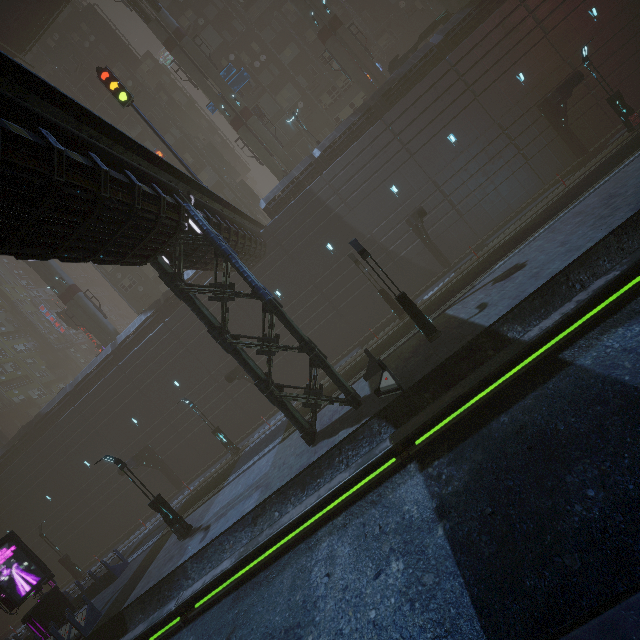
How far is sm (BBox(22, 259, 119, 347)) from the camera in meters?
32.3

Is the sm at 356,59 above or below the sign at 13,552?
above

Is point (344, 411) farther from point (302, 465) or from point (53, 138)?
point (53, 138)

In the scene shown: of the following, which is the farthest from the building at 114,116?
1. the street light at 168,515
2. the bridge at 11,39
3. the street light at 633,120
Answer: the bridge at 11,39

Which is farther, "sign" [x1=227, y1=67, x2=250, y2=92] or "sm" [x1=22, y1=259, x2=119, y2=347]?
"sm" [x1=22, y1=259, x2=119, y2=347]

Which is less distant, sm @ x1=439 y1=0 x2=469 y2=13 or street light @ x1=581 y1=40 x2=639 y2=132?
street light @ x1=581 y1=40 x2=639 y2=132

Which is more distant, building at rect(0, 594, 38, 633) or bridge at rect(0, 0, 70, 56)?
building at rect(0, 594, 38, 633)

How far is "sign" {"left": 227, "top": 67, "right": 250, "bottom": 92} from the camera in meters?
29.8 m
